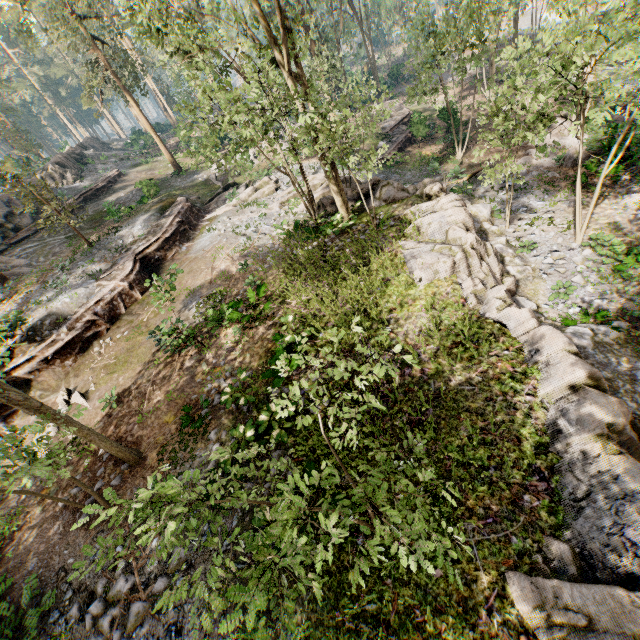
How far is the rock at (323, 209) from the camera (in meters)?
17.46

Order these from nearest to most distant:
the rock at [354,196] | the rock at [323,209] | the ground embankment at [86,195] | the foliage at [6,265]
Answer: the rock at [354,196]
the rock at [323,209]
the foliage at [6,265]
the ground embankment at [86,195]

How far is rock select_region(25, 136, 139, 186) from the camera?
33.0m

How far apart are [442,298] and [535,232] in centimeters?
868cm

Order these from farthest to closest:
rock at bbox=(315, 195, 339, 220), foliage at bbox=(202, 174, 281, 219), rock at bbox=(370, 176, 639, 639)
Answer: foliage at bbox=(202, 174, 281, 219) < rock at bbox=(315, 195, 339, 220) < rock at bbox=(370, 176, 639, 639)

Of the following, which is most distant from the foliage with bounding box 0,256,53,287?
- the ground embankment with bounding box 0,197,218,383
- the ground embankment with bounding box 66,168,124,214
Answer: the ground embankment with bounding box 66,168,124,214

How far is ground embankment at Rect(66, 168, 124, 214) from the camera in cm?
3025

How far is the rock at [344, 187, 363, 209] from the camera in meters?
16.4
